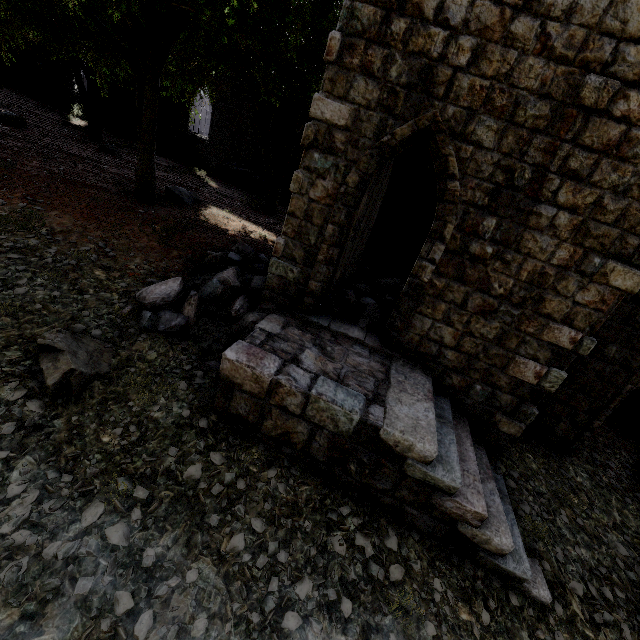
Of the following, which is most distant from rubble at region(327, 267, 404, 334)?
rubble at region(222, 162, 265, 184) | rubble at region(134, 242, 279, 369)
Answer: rubble at region(222, 162, 265, 184)

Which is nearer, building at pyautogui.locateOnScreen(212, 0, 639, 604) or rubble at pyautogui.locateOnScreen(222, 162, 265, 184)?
building at pyautogui.locateOnScreen(212, 0, 639, 604)

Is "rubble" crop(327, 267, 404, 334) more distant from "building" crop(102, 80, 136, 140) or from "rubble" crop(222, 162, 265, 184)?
"rubble" crop(222, 162, 265, 184)

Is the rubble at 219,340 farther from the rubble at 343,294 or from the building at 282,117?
the rubble at 343,294

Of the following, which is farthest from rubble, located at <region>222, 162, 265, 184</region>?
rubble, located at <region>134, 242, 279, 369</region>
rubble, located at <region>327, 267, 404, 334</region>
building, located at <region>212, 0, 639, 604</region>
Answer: rubble, located at <region>327, 267, 404, 334</region>

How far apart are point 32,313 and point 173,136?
18.8m

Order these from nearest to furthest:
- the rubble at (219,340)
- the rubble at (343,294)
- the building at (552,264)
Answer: the building at (552,264)
the rubble at (219,340)
the rubble at (343,294)

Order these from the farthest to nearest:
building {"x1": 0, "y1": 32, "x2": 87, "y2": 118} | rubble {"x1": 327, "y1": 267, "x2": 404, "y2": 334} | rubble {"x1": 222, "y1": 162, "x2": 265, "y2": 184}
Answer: building {"x1": 0, "y1": 32, "x2": 87, "y2": 118}
rubble {"x1": 222, "y1": 162, "x2": 265, "y2": 184}
rubble {"x1": 327, "y1": 267, "x2": 404, "y2": 334}
